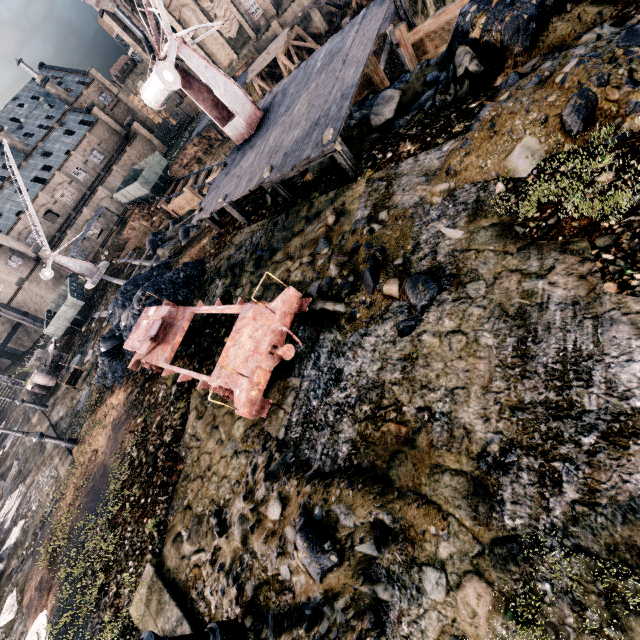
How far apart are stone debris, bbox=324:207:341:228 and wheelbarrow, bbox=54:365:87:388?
18.2m

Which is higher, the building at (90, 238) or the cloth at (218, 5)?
the cloth at (218, 5)

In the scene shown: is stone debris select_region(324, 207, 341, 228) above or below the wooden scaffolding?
below

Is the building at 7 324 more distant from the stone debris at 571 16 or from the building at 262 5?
the stone debris at 571 16

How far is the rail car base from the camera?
6.8m

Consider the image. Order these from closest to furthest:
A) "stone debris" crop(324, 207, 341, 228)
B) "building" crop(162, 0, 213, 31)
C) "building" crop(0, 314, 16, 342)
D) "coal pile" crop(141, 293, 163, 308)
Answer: "stone debris" crop(324, 207, 341, 228) < "coal pile" crop(141, 293, 163, 308) < "building" crop(162, 0, 213, 31) < "building" crop(0, 314, 16, 342)

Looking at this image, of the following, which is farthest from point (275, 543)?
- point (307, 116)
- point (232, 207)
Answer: point (307, 116)

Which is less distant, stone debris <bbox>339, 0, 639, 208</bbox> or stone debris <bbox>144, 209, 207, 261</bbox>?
stone debris <bbox>339, 0, 639, 208</bbox>
